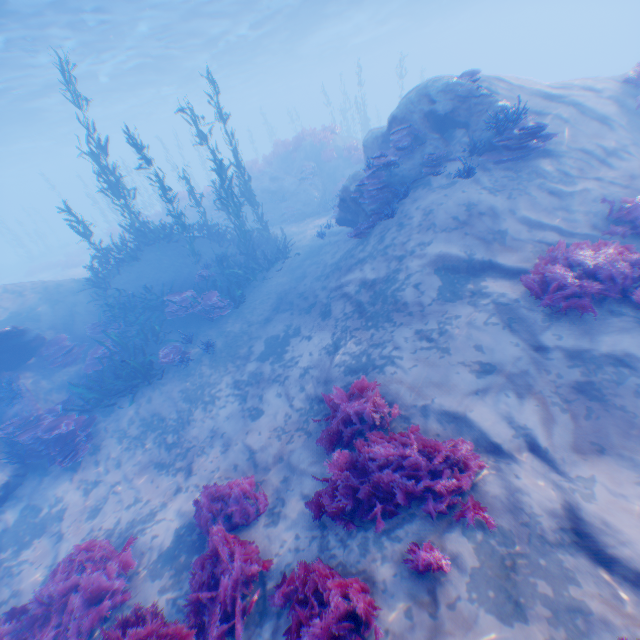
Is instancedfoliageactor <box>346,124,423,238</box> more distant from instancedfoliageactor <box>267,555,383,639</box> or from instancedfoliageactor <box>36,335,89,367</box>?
instancedfoliageactor <box>36,335,89,367</box>

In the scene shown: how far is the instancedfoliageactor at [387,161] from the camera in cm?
957

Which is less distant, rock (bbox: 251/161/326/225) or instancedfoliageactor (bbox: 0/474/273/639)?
instancedfoliageactor (bbox: 0/474/273/639)

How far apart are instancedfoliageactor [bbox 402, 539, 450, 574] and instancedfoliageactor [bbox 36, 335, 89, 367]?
12.7 meters

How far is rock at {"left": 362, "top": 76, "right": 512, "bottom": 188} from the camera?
9.22m

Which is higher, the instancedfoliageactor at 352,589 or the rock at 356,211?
the rock at 356,211

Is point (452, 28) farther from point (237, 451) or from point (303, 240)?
point (237, 451)

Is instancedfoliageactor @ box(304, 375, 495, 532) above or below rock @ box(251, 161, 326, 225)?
below
